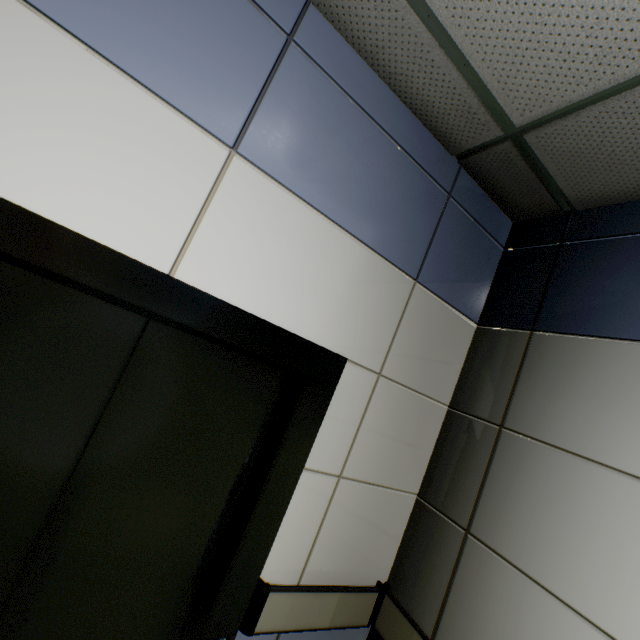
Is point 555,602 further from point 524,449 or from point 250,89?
point 250,89
